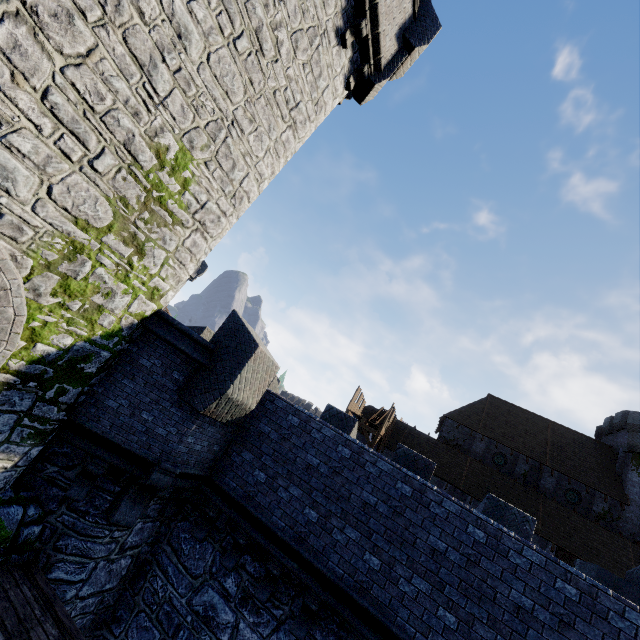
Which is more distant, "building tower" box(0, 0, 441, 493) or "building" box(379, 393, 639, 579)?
"building" box(379, 393, 639, 579)

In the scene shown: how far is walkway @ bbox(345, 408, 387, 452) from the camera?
24.8m

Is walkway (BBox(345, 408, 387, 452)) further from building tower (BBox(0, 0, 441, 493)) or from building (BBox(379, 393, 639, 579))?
building tower (BBox(0, 0, 441, 493))

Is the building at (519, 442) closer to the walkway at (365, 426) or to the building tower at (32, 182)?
the walkway at (365, 426)

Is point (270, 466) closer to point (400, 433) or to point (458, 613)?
point (458, 613)

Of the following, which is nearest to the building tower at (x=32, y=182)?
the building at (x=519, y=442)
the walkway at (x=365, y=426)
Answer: the walkway at (x=365, y=426)
